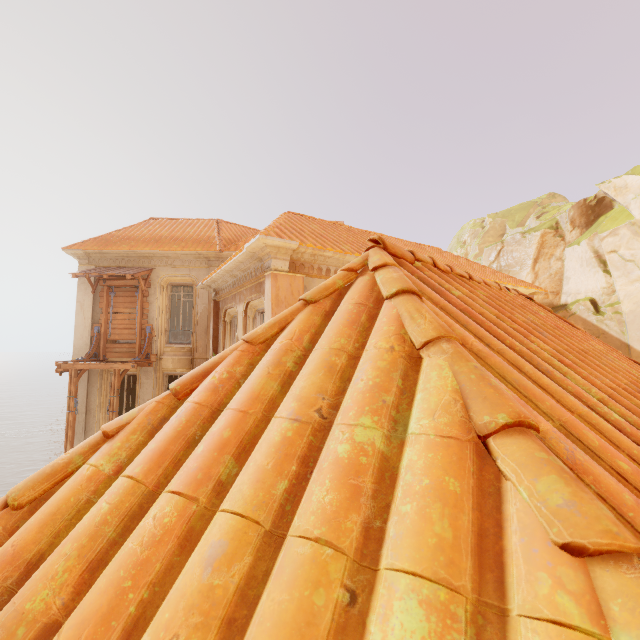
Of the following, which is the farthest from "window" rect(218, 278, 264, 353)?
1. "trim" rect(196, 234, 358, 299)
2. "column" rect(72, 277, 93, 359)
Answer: "column" rect(72, 277, 93, 359)

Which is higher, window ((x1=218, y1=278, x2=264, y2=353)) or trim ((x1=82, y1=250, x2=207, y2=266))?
trim ((x1=82, y1=250, x2=207, y2=266))

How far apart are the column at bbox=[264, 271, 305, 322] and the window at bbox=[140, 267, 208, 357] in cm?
718

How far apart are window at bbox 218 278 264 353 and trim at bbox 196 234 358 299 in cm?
1

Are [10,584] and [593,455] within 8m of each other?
yes

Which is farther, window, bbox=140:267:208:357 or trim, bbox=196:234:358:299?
window, bbox=140:267:208:357

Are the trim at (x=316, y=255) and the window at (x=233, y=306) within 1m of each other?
yes

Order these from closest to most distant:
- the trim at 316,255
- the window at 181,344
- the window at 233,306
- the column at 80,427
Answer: the trim at 316,255
the window at 233,306
the column at 80,427
the window at 181,344
